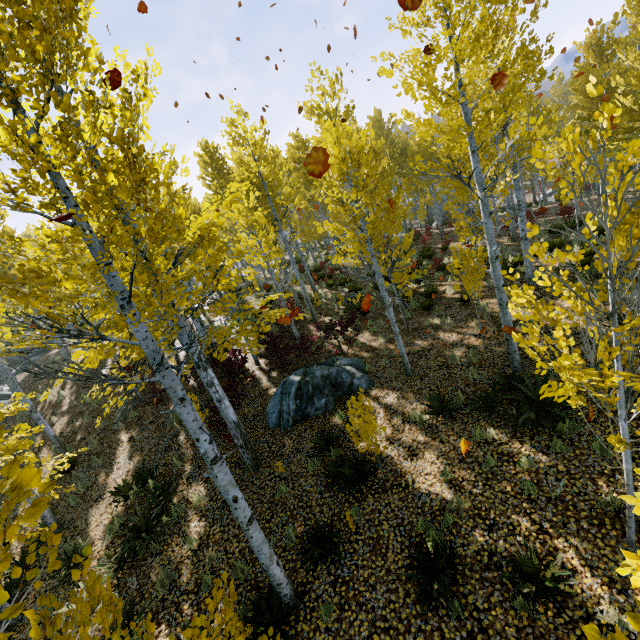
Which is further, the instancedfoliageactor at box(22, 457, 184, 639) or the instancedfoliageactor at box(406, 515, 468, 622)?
the instancedfoliageactor at box(406, 515, 468, 622)

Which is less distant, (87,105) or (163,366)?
(87,105)

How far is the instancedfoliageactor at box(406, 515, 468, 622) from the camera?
4.4 meters

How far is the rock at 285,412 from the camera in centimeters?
948cm

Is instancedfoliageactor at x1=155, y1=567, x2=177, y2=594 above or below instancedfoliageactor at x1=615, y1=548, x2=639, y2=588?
below

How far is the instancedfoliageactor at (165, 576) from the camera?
6.2 meters
